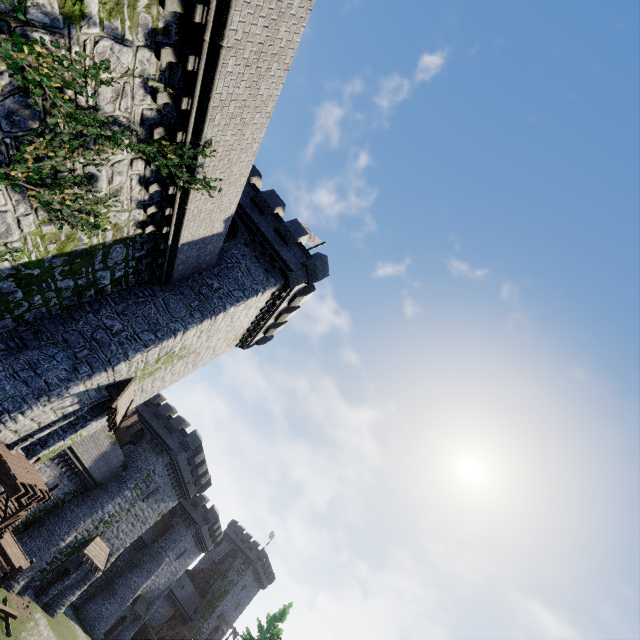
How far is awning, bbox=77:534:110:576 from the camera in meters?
29.1

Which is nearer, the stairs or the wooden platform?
the wooden platform

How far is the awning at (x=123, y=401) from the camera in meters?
14.1 m

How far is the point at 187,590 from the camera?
54.22m

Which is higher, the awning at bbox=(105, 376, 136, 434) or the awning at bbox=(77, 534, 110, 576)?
the awning at bbox=(105, 376, 136, 434)

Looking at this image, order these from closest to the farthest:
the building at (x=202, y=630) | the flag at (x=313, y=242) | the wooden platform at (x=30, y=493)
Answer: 1. the wooden platform at (x=30, y=493)
2. the flag at (x=313, y=242)
3. the building at (x=202, y=630)

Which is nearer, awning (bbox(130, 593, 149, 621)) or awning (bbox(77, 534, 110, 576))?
awning (bbox(77, 534, 110, 576))

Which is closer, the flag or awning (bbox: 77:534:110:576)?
the flag
